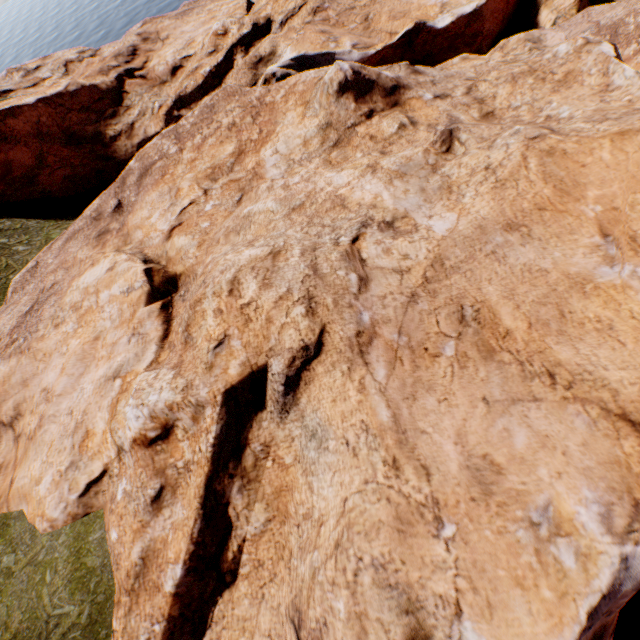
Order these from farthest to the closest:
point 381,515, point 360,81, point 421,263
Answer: point 360,81 < point 421,263 < point 381,515
